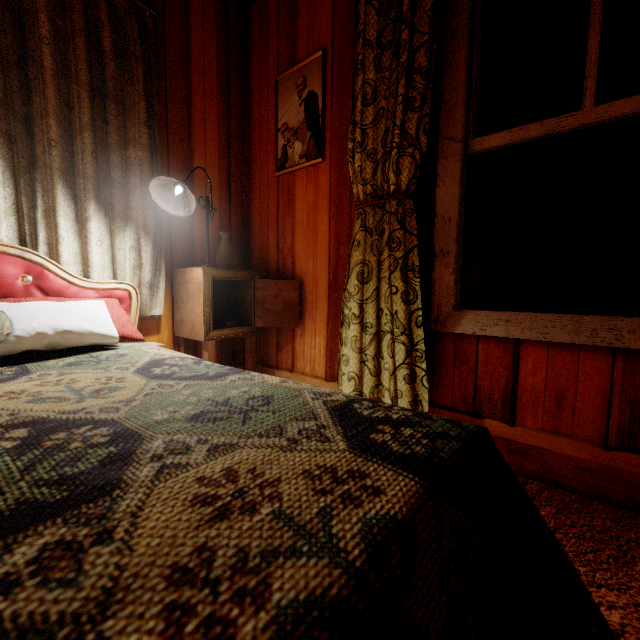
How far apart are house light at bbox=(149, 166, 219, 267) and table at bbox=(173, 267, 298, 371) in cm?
3

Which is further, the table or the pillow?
the table

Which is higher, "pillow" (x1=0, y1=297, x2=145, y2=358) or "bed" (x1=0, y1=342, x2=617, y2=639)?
"pillow" (x1=0, y1=297, x2=145, y2=358)

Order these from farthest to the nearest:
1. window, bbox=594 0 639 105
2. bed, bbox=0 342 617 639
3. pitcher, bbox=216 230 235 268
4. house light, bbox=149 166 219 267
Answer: pitcher, bbox=216 230 235 268, house light, bbox=149 166 219 267, window, bbox=594 0 639 105, bed, bbox=0 342 617 639

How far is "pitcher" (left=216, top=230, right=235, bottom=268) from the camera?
2.20m

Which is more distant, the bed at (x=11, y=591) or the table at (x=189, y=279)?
the table at (x=189, y=279)

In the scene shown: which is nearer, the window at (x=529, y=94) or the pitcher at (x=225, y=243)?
the window at (x=529, y=94)

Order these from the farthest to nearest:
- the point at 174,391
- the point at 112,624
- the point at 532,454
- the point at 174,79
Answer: the point at 174,79 < the point at 532,454 < the point at 174,391 < the point at 112,624
